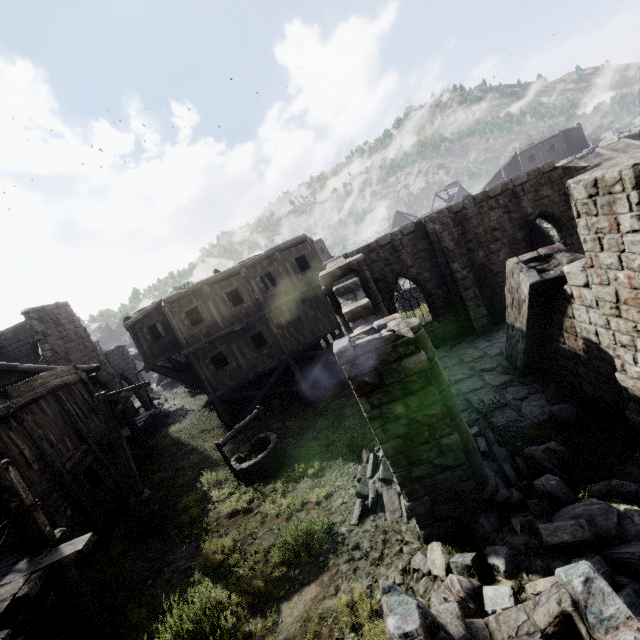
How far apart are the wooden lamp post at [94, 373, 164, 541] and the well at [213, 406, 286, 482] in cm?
236

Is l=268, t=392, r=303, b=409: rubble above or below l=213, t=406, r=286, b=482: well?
below

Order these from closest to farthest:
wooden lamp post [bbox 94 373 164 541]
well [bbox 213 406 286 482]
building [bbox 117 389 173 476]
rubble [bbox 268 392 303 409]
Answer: wooden lamp post [bbox 94 373 164 541], well [bbox 213 406 286 482], building [bbox 117 389 173 476], rubble [bbox 268 392 303 409]

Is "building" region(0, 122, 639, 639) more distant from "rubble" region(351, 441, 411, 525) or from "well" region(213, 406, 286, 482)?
"well" region(213, 406, 286, 482)

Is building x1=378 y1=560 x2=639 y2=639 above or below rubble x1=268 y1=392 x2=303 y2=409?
above

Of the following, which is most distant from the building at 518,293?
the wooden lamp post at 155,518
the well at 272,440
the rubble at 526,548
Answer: the well at 272,440

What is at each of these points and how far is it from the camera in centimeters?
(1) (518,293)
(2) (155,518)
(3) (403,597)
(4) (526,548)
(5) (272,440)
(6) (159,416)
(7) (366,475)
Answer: (1) building, 885cm
(2) wooden lamp post, 1032cm
(3) building, 195cm
(4) rubble, 497cm
(5) well, 1257cm
(6) building, 2398cm
(7) rubble, 934cm

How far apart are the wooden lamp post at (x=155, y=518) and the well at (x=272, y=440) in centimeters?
236cm
